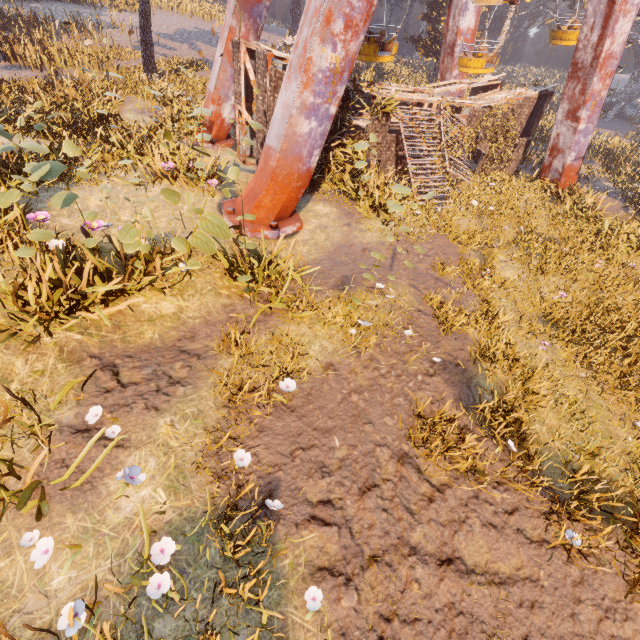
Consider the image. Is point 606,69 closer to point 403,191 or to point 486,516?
point 403,191

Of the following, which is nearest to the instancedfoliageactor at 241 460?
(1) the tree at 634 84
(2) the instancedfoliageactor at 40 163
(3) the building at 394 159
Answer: (2) the instancedfoliageactor at 40 163

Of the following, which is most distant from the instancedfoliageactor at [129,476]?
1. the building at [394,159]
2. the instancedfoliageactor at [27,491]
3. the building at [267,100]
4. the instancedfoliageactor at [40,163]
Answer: the building at [394,159]

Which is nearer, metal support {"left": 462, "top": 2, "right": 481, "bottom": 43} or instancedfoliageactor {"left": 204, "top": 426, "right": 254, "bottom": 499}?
instancedfoliageactor {"left": 204, "top": 426, "right": 254, "bottom": 499}

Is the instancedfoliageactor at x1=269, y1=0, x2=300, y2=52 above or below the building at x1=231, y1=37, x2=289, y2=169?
above

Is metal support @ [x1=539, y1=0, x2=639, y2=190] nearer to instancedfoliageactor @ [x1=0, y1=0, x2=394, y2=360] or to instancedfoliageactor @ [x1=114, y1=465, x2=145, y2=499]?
instancedfoliageactor @ [x1=0, y1=0, x2=394, y2=360]

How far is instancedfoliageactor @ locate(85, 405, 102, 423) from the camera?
4.1 meters

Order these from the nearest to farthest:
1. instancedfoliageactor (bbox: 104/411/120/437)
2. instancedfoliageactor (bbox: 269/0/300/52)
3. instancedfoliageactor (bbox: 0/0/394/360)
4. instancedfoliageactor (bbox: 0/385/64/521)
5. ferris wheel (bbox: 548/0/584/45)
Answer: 1. instancedfoliageactor (bbox: 0/385/64/521)
2. instancedfoliageactor (bbox: 104/411/120/437)
3. instancedfoliageactor (bbox: 0/0/394/360)
4. ferris wheel (bbox: 548/0/584/45)
5. instancedfoliageactor (bbox: 269/0/300/52)
